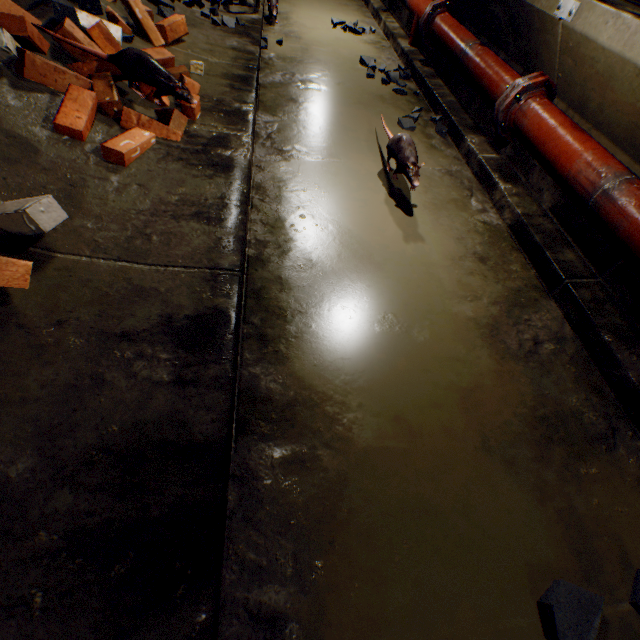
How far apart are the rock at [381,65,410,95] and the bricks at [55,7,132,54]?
1.9m

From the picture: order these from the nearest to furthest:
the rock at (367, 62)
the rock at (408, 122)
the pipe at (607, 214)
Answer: the pipe at (607, 214), the rock at (408, 122), the rock at (367, 62)

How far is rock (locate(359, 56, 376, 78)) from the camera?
3.4 meters

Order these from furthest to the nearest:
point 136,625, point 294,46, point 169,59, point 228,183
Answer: point 294,46 → point 169,59 → point 228,183 → point 136,625

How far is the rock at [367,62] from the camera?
3.4 meters

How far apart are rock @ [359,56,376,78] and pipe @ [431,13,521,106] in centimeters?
41cm

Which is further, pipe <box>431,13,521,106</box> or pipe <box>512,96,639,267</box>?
pipe <box>431,13,521,106</box>

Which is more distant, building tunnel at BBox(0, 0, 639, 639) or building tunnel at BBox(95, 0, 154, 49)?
building tunnel at BBox(95, 0, 154, 49)
